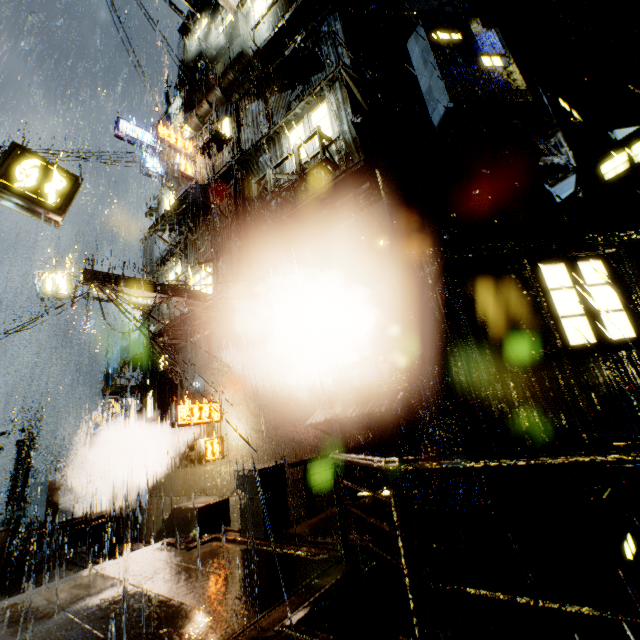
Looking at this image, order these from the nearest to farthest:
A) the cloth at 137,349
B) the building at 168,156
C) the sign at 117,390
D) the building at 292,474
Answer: the building at 292,474 → the cloth at 137,349 → the sign at 117,390 → the building at 168,156

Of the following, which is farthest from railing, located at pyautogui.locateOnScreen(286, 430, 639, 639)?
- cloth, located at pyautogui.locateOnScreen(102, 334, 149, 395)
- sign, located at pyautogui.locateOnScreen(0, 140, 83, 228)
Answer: cloth, located at pyautogui.locateOnScreen(102, 334, 149, 395)

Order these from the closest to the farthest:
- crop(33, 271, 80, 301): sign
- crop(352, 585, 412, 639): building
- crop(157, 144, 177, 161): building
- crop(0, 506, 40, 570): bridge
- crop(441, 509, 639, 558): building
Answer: crop(352, 585, 412, 639): building → crop(441, 509, 639, 558): building → crop(0, 506, 40, 570): bridge → crop(33, 271, 80, 301): sign → crop(157, 144, 177, 161): building

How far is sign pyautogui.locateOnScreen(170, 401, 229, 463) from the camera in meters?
11.3 m

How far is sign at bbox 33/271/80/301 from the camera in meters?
15.3 m

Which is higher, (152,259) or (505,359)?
(152,259)

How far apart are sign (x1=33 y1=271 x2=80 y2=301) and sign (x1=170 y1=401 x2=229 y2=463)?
9.12m

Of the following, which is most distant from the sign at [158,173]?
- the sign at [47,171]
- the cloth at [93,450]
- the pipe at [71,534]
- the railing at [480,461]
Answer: the railing at [480,461]
